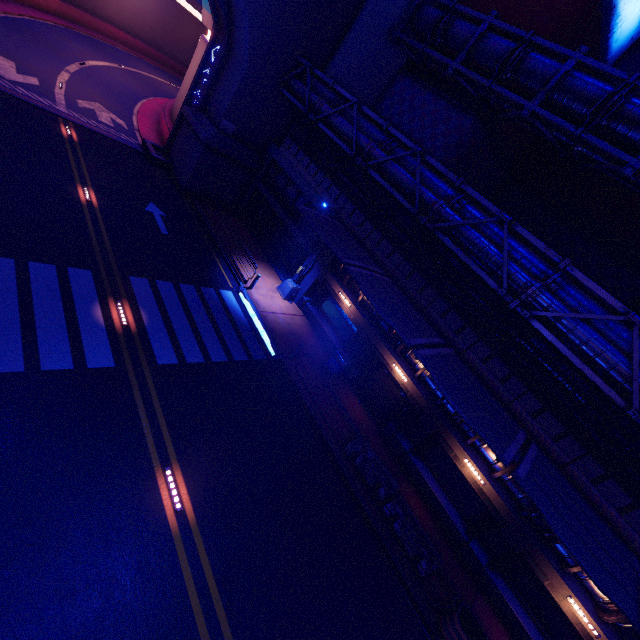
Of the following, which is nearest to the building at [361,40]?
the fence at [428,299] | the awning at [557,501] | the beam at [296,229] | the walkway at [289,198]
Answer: the fence at [428,299]

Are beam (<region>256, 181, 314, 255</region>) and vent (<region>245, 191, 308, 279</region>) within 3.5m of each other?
yes

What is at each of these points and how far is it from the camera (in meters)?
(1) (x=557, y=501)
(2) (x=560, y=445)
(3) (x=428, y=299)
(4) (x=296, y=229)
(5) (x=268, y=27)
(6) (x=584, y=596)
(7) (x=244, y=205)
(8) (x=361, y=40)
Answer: (1) awning, 9.02
(2) fence, 11.56
(3) fence, 14.92
(4) beam, 20.48
(5) wall arch, 17.70
(6) beam, 11.34
(7) column, 24.11
(8) building, 19.55

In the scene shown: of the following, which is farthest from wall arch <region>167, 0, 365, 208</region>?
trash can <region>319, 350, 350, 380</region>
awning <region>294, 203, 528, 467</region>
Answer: trash can <region>319, 350, 350, 380</region>

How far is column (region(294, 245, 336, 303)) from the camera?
18.7 meters

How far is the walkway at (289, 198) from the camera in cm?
1958

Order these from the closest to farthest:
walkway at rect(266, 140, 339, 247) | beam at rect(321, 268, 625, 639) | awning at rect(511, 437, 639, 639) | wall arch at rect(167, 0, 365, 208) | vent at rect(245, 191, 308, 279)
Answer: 1. awning at rect(511, 437, 639, 639)
2. beam at rect(321, 268, 625, 639)
3. wall arch at rect(167, 0, 365, 208)
4. walkway at rect(266, 140, 339, 247)
5. vent at rect(245, 191, 308, 279)

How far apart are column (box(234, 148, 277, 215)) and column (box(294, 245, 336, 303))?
7.9 meters
